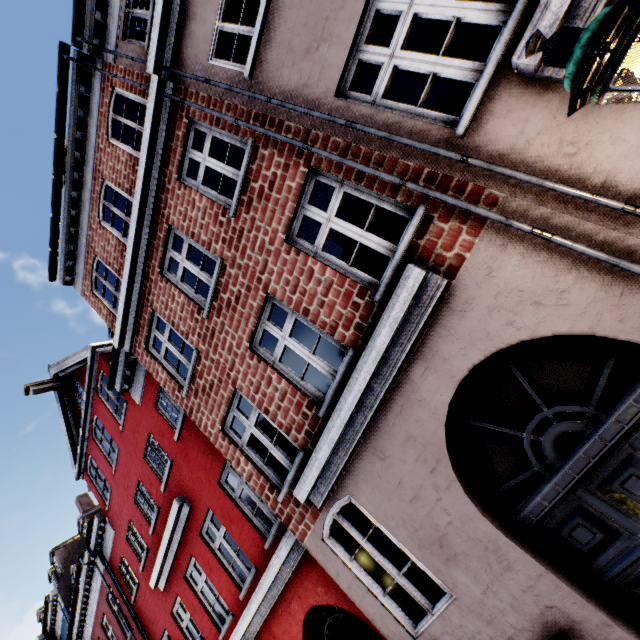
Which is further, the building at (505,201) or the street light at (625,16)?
the building at (505,201)

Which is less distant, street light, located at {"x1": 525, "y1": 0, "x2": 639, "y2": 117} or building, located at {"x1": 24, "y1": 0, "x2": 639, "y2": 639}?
street light, located at {"x1": 525, "y1": 0, "x2": 639, "y2": 117}

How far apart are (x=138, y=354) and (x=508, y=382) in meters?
7.9
